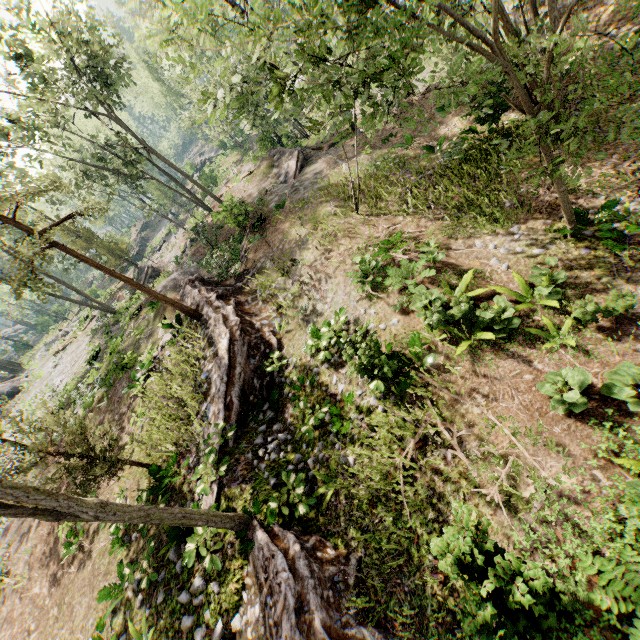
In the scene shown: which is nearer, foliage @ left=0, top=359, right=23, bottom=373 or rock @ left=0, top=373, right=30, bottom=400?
rock @ left=0, top=373, right=30, bottom=400

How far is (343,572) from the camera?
7.4 meters

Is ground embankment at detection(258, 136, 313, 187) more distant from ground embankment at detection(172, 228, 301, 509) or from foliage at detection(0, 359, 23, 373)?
ground embankment at detection(172, 228, 301, 509)

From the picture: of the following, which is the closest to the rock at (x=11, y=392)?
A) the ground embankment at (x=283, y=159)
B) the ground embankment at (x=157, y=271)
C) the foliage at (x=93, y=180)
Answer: the foliage at (x=93, y=180)

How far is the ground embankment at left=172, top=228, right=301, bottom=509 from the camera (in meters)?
11.19

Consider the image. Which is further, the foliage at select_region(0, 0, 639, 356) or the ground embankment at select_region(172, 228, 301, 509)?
the ground embankment at select_region(172, 228, 301, 509)

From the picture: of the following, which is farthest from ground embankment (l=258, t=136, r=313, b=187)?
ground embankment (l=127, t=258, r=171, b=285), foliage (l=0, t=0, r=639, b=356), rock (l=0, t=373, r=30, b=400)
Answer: rock (l=0, t=373, r=30, b=400)

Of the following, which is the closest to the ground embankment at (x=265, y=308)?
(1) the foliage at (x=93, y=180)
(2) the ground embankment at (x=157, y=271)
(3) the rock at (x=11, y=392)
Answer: (1) the foliage at (x=93, y=180)
